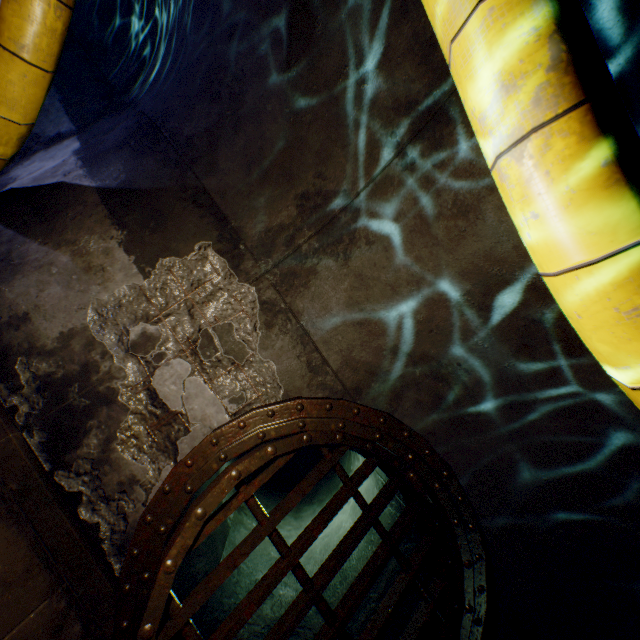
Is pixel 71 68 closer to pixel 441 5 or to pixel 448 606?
pixel 441 5

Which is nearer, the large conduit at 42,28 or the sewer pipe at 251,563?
the large conduit at 42,28

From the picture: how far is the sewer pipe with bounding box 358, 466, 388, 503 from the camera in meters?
5.0

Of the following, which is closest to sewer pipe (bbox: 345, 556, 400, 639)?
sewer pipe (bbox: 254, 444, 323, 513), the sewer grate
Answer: the sewer grate

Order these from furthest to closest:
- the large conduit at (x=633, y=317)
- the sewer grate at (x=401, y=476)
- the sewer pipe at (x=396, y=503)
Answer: the sewer pipe at (x=396, y=503)
the sewer grate at (x=401, y=476)
the large conduit at (x=633, y=317)
